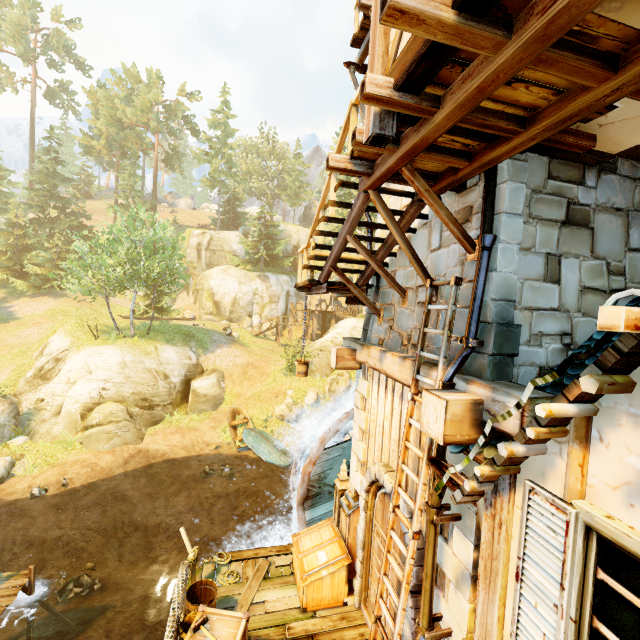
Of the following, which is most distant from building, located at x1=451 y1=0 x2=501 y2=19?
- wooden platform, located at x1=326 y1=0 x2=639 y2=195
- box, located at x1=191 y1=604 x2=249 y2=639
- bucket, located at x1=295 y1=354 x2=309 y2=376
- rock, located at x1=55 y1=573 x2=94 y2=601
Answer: rock, located at x1=55 y1=573 x2=94 y2=601

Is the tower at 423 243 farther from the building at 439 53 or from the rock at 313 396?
the rock at 313 396

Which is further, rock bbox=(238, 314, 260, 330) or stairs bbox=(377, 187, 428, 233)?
rock bbox=(238, 314, 260, 330)

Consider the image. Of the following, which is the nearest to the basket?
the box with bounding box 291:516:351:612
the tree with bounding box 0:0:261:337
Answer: the box with bounding box 291:516:351:612

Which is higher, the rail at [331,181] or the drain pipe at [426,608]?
the rail at [331,181]

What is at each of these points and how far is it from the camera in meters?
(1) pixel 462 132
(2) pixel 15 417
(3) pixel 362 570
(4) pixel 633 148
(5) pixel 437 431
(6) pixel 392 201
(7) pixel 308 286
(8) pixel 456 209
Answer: (1) building, 3.4 m
(2) rock, 17.9 m
(3) doorway, 6.9 m
(4) building, 4.2 m
(5) tower, 3.6 m
(6) tower, 7.1 m
(7) wooden platform, 8.0 m
(8) tower, 4.9 m

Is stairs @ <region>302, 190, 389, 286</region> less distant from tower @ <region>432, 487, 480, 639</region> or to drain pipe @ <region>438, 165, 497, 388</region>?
tower @ <region>432, 487, 480, 639</region>

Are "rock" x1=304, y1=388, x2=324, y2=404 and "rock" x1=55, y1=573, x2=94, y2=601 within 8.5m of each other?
no
